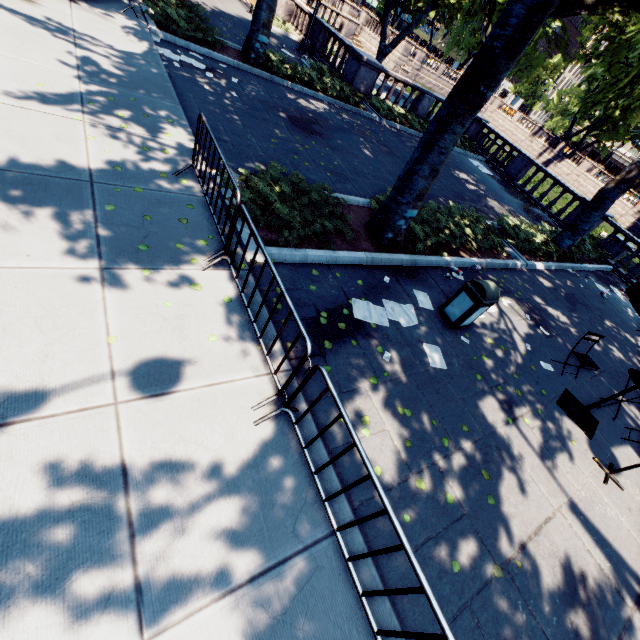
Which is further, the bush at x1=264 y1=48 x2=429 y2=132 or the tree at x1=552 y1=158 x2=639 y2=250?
the bush at x1=264 y1=48 x2=429 y2=132

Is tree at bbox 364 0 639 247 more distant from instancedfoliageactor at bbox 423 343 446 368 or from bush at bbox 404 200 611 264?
instancedfoliageactor at bbox 423 343 446 368

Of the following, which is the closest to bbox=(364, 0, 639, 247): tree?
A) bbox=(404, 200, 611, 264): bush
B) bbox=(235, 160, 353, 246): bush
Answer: bbox=(404, 200, 611, 264): bush

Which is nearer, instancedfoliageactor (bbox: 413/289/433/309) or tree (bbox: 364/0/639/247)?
tree (bbox: 364/0/639/247)

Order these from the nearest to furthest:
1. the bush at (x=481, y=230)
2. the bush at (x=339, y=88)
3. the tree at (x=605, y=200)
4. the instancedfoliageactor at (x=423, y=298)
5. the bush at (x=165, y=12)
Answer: the instancedfoliageactor at (x=423, y=298) < the bush at (x=481, y=230) < the bush at (x=165, y=12) < the tree at (x=605, y=200) < the bush at (x=339, y=88)

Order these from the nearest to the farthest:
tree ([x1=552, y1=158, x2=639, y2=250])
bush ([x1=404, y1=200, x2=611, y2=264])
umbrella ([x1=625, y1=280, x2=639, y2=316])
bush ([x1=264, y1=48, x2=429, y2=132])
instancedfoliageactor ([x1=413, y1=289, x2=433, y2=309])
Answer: umbrella ([x1=625, y1=280, x2=639, y2=316]), instancedfoliageactor ([x1=413, y1=289, x2=433, y2=309]), bush ([x1=404, y1=200, x2=611, y2=264]), tree ([x1=552, y1=158, x2=639, y2=250]), bush ([x1=264, y1=48, x2=429, y2=132])

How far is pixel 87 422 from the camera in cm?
279

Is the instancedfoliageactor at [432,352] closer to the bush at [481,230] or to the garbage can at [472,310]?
the garbage can at [472,310]
